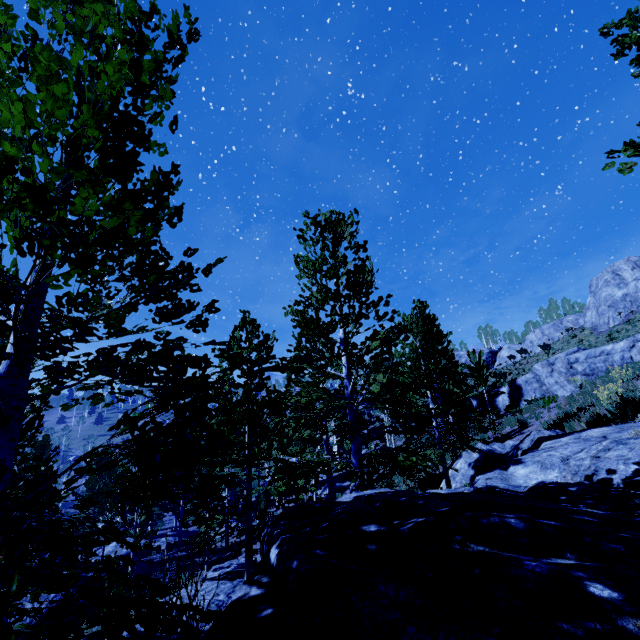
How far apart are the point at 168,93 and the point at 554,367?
24.6 meters

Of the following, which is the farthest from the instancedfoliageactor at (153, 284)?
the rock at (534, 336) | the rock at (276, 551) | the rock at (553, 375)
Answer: the rock at (534, 336)

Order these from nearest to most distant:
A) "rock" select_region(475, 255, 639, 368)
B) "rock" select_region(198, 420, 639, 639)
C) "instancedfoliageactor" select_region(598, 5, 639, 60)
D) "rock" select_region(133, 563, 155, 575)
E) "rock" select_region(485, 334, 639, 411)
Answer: "rock" select_region(198, 420, 639, 639), "instancedfoliageactor" select_region(598, 5, 639, 60), "rock" select_region(485, 334, 639, 411), "rock" select_region(133, 563, 155, 575), "rock" select_region(475, 255, 639, 368)

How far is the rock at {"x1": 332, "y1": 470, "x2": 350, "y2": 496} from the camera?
26.3m

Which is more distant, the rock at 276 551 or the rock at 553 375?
the rock at 553 375

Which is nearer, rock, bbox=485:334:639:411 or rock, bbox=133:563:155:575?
rock, bbox=485:334:639:411

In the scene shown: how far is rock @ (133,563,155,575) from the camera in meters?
19.3 m

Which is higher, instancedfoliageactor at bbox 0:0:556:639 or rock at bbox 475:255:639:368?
rock at bbox 475:255:639:368
